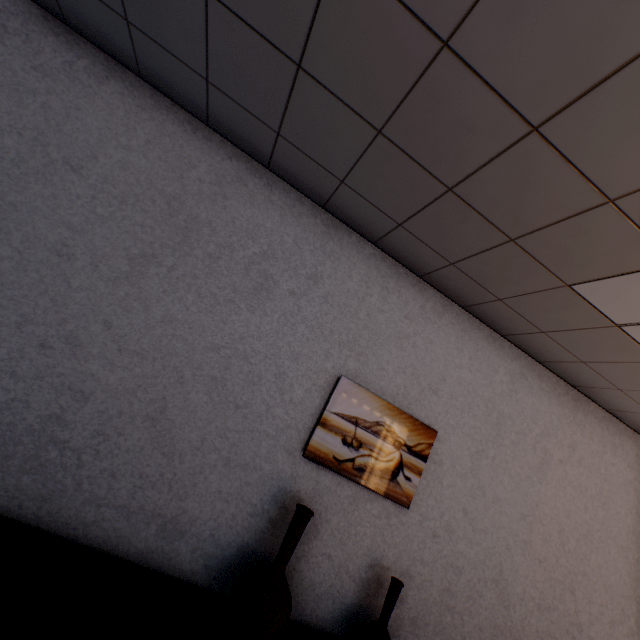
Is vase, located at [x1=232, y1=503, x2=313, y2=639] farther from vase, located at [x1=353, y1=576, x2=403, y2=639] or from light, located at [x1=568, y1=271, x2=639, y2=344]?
A: light, located at [x1=568, y1=271, x2=639, y2=344]

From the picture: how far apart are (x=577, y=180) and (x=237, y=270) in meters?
1.9 m

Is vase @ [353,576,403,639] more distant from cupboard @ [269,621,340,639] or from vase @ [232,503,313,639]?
vase @ [232,503,313,639]

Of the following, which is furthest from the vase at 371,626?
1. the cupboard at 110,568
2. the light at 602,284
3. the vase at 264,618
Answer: the light at 602,284

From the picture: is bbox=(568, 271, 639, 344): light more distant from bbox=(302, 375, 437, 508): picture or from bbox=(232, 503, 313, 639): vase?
bbox=(232, 503, 313, 639): vase

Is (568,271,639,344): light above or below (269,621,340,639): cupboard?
above

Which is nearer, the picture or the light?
the light

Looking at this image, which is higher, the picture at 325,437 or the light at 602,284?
the light at 602,284
